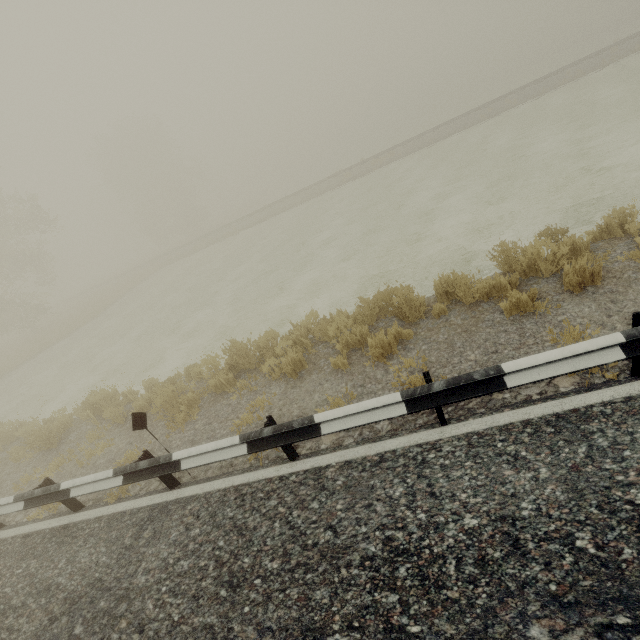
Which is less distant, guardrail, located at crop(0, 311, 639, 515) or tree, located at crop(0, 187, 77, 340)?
guardrail, located at crop(0, 311, 639, 515)

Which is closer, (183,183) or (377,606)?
(377,606)

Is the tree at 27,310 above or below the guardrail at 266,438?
above

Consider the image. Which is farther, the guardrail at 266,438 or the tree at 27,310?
the tree at 27,310

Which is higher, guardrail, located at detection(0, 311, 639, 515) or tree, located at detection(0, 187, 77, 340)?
tree, located at detection(0, 187, 77, 340)
